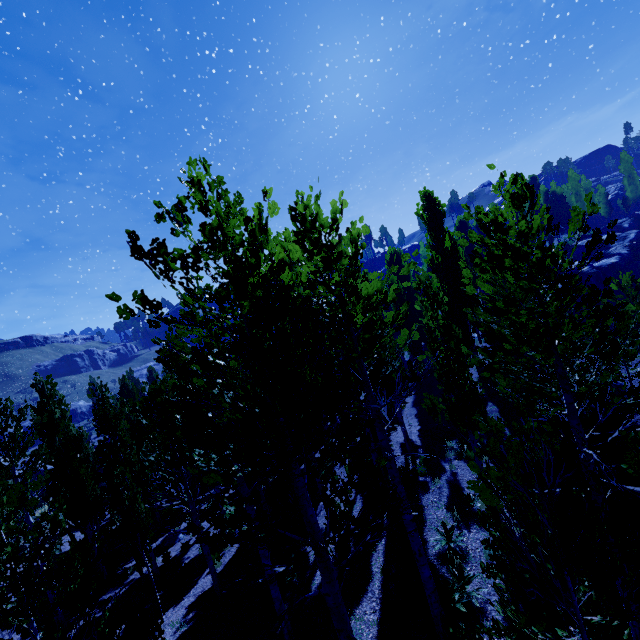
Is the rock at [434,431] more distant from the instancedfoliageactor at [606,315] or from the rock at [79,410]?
the rock at [79,410]

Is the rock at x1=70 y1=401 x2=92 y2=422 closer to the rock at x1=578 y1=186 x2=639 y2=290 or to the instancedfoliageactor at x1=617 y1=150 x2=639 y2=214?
the instancedfoliageactor at x1=617 y1=150 x2=639 y2=214

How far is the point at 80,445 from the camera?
14.6m

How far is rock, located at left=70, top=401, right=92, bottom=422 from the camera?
56.2m

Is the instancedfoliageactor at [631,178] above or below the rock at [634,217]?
above

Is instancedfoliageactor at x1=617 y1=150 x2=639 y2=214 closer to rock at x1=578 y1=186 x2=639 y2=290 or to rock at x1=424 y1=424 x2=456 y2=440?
rock at x1=424 y1=424 x2=456 y2=440

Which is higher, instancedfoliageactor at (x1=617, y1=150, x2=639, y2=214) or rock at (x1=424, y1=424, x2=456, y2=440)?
instancedfoliageactor at (x1=617, y1=150, x2=639, y2=214)
